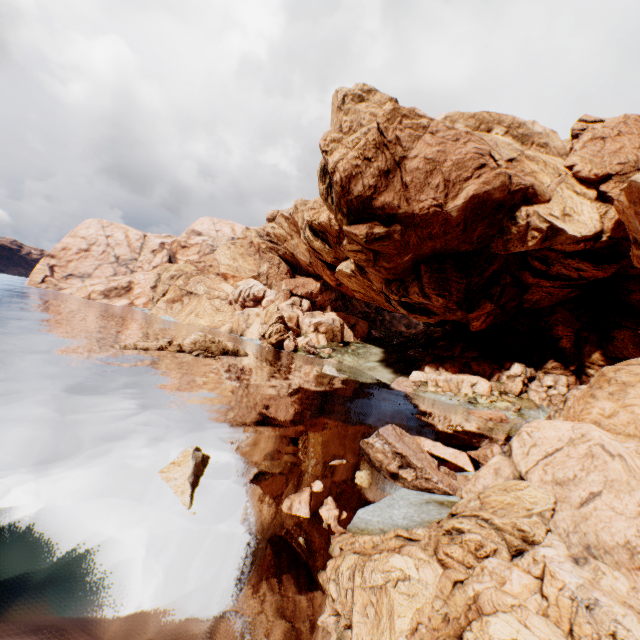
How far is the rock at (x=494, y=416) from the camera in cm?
3522

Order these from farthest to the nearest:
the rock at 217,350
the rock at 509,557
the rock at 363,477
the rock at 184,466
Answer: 1. the rock at 217,350
2. the rock at 363,477
3. the rock at 184,466
4. the rock at 509,557

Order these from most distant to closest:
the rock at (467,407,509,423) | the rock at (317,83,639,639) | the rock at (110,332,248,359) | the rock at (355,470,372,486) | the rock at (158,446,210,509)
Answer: the rock at (110,332,248,359), the rock at (467,407,509,423), the rock at (355,470,372,486), the rock at (158,446,210,509), the rock at (317,83,639,639)

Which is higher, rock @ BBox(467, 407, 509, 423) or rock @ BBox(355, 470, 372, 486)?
rock @ BBox(467, 407, 509, 423)

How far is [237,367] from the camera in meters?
37.2

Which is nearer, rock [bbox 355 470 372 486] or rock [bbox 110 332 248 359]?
rock [bbox 355 470 372 486]

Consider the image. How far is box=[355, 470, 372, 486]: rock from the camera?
15.52m
